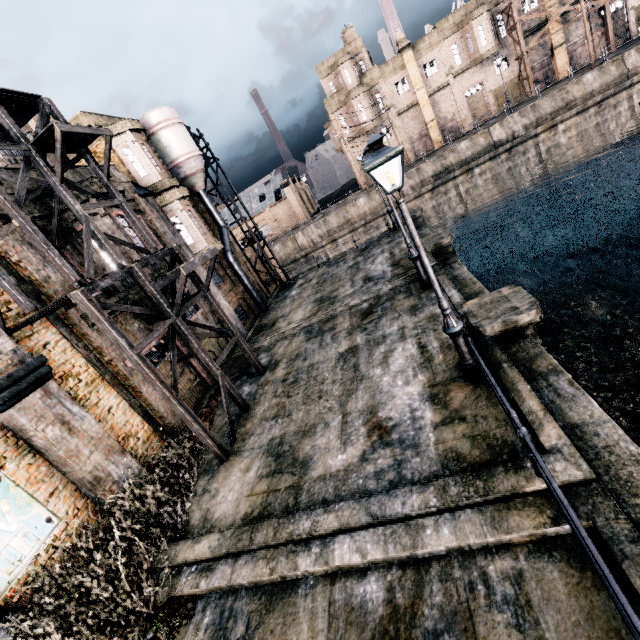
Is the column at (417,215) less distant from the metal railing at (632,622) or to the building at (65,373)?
the building at (65,373)

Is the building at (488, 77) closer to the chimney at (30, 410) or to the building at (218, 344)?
the building at (218, 344)

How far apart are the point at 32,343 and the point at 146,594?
8.2m

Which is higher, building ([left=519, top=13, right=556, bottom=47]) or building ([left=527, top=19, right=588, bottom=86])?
building ([left=519, top=13, right=556, bottom=47])

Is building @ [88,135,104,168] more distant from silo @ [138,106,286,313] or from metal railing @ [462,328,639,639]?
metal railing @ [462,328,639,639]

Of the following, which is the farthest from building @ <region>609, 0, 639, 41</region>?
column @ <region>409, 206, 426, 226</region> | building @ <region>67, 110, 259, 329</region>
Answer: column @ <region>409, 206, 426, 226</region>

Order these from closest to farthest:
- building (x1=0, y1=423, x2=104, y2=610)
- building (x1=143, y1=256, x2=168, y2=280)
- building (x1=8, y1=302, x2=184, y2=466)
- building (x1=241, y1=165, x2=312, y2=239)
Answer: building (x1=0, y1=423, x2=104, y2=610)
building (x1=8, y1=302, x2=184, y2=466)
building (x1=143, y1=256, x2=168, y2=280)
building (x1=241, y1=165, x2=312, y2=239)

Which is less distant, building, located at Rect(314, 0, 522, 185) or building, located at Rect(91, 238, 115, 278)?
building, located at Rect(91, 238, 115, 278)
